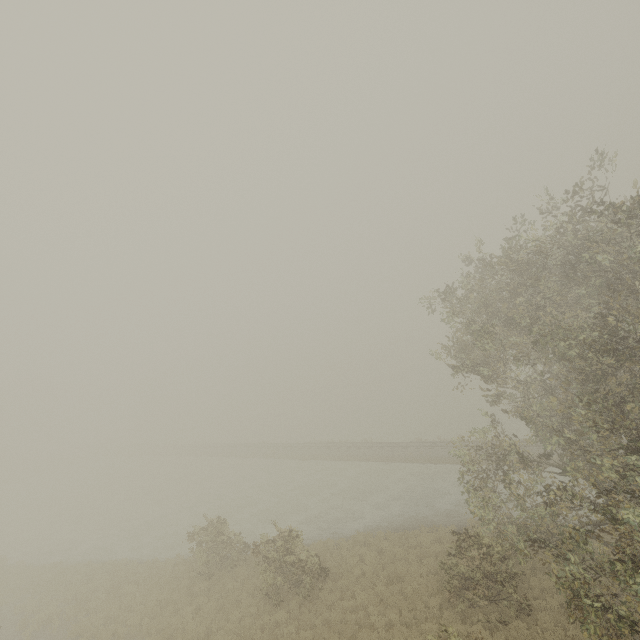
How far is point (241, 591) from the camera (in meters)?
16.80
